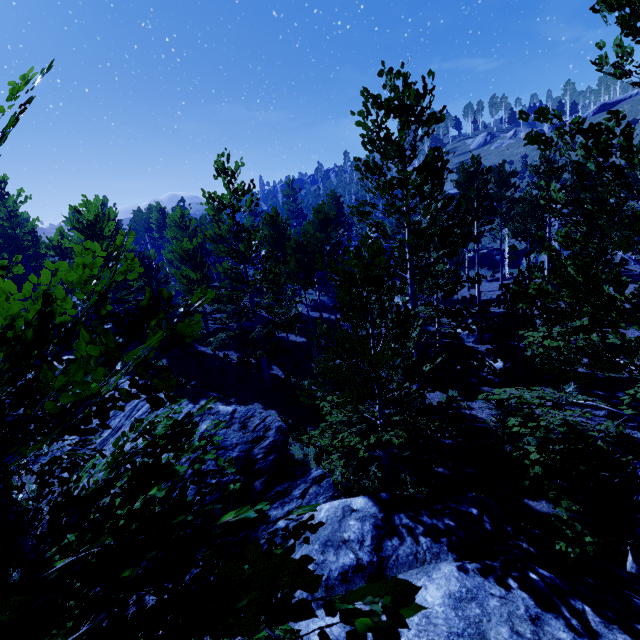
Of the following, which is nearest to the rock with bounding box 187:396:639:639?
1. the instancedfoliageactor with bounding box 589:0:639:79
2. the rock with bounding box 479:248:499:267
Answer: the instancedfoliageactor with bounding box 589:0:639:79

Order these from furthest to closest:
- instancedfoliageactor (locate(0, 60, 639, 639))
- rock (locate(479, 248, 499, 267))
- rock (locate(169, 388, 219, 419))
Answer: rock (locate(479, 248, 499, 267)), rock (locate(169, 388, 219, 419)), instancedfoliageactor (locate(0, 60, 639, 639))

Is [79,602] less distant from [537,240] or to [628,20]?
[628,20]

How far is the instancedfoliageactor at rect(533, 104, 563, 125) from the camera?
4.0m

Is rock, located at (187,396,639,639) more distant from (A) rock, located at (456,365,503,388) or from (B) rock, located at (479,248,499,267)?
(B) rock, located at (479,248,499,267)

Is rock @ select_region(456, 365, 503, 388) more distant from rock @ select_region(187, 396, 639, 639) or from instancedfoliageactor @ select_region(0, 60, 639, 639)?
rock @ select_region(187, 396, 639, 639)

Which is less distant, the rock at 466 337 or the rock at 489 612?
the rock at 489 612

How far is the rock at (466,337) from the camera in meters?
19.2 m
